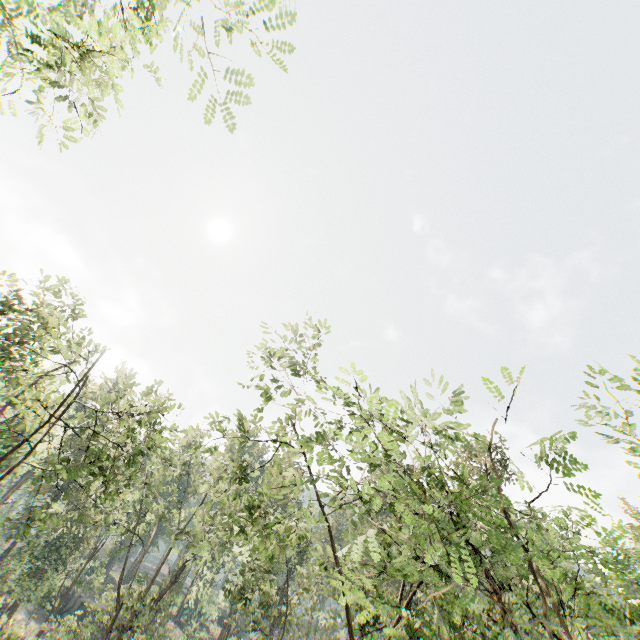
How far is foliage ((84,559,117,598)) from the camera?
23.6 meters

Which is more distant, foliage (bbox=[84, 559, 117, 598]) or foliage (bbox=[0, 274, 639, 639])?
foliage (bbox=[84, 559, 117, 598])

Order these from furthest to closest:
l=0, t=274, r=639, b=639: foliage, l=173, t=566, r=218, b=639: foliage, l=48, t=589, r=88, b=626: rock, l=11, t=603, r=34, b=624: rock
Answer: l=48, t=589, r=88, b=626: rock
l=11, t=603, r=34, b=624: rock
l=173, t=566, r=218, b=639: foliage
l=0, t=274, r=639, b=639: foliage

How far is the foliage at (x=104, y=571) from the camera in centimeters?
2359cm

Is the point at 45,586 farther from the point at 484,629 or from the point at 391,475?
the point at 391,475

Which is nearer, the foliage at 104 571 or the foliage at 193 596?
the foliage at 104 571
